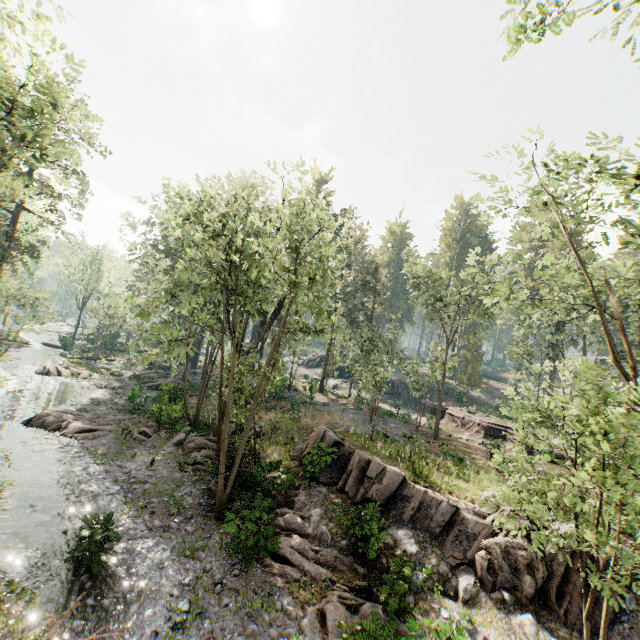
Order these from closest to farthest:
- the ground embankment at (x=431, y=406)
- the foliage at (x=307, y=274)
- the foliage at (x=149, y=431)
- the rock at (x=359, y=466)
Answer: the rock at (x=359, y=466) < the foliage at (x=307, y=274) < the foliage at (x=149, y=431) < the ground embankment at (x=431, y=406)

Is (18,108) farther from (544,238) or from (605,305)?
(605,305)

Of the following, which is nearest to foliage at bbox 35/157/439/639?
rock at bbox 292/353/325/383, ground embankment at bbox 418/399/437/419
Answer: ground embankment at bbox 418/399/437/419

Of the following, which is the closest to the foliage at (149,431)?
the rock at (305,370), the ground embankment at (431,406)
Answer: the ground embankment at (431,406)

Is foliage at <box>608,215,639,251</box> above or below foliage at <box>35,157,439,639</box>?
above

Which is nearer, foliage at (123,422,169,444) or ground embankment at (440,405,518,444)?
foliage at (123,422,169,444)

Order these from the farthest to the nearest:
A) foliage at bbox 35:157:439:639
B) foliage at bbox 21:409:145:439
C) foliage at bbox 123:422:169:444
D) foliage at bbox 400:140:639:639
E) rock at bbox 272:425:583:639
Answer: foliage at bbox 123:422:169:444, foliage at bbox 21:409:145:439, foliage at bbox 35:157:439:639, rock at bbox 272:425:583:639, foliage at bbox 400:140:639:639

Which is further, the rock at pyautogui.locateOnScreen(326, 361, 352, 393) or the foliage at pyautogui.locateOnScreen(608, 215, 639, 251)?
the rock at pyautogui.locateOnScreen(326, 361, 352, 393)
